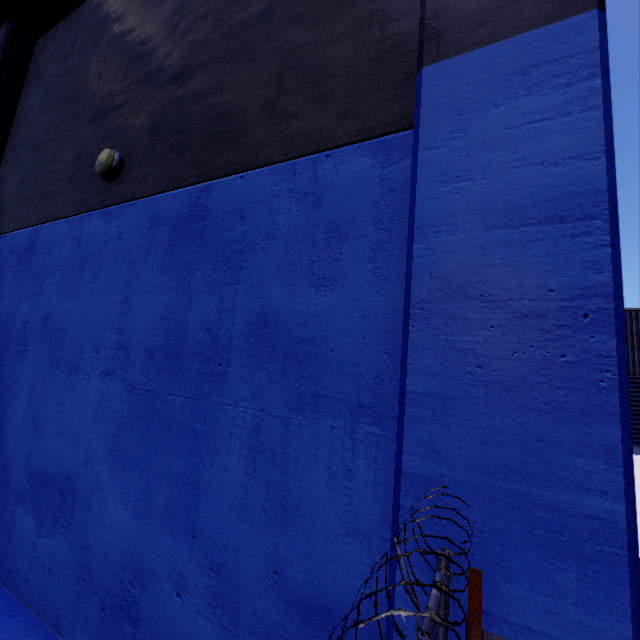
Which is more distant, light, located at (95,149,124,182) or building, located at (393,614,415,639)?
light, located at (95,149,124,182)

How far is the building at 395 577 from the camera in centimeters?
162cm

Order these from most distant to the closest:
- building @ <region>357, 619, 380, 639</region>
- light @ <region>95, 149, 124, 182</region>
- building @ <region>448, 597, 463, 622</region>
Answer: light @ <region>95, 149, 124, 182</region> → building @ <region>357, 619, 380, 639</region> → building @ <region>448, 597, 463, 622</region>

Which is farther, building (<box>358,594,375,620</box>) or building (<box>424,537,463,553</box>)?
building (<box>358,594,375,620</box>)

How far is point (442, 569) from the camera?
1.33m
